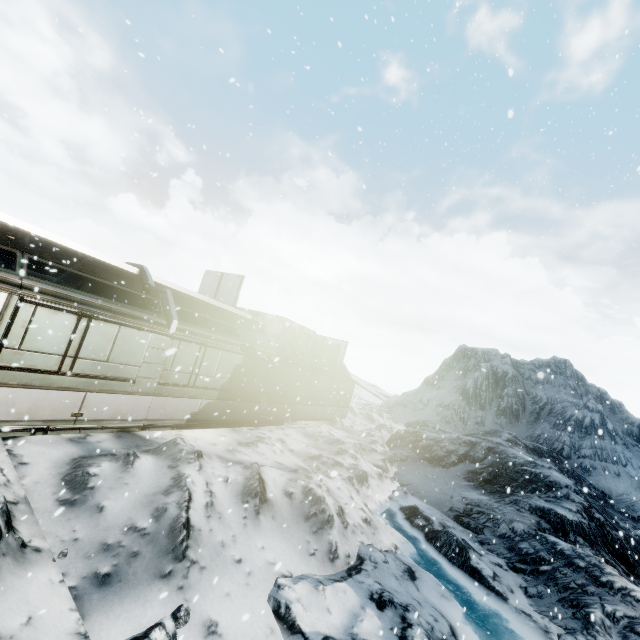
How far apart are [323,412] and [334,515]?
10.22m
